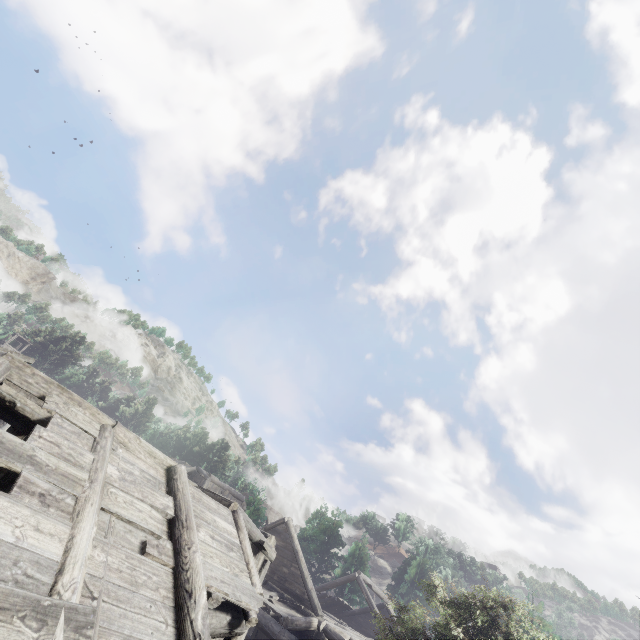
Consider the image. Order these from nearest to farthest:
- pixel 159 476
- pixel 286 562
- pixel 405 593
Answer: pixel 159 476 < pixel 286 562 < pixel 405 593
